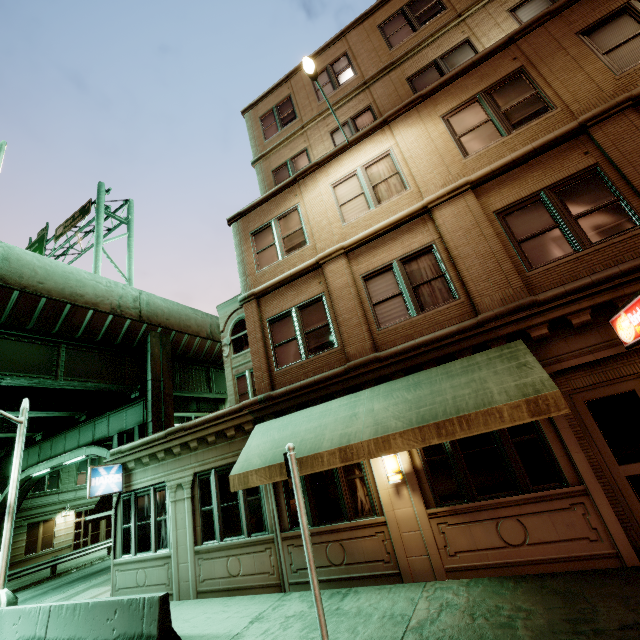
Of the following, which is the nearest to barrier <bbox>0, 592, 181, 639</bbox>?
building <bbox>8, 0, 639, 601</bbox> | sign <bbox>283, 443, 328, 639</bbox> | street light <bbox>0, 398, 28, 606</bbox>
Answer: street light <bbox>0, 398, 28, 606</bbox>

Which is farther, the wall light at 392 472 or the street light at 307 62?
the street light at 307 62

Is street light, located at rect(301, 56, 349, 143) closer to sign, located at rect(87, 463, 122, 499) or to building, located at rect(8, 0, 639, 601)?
building, located at rect(8, 0, 639, 601)

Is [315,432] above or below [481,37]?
below

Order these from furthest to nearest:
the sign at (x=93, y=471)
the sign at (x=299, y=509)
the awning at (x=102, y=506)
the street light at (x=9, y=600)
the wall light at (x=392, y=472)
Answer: the awning at (x=102, y=506) < the sign at (x=93, y=471) < the street light at (x=9, y=600) < the wall light at (x=392, y=472) < the sign at (x=299, y=509)

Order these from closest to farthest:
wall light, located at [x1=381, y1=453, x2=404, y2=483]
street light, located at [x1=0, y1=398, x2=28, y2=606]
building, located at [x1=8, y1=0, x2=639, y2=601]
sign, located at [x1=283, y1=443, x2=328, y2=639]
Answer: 1. sign, located at [x1=283, y1=443, x2=328, y2=639]
2. building, located at [x1=8, y1=0, x2=639, y2=601]
3. wall light, located at [x1=381, y1=453, x2=404, y2=483]
4. street light, located at [x1=0, y1=398, x2=28, y2=606]

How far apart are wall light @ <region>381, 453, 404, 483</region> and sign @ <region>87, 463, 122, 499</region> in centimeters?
967cm

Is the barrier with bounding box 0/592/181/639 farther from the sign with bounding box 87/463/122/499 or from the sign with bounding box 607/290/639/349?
the sign with bounding box 607/290/639/349
